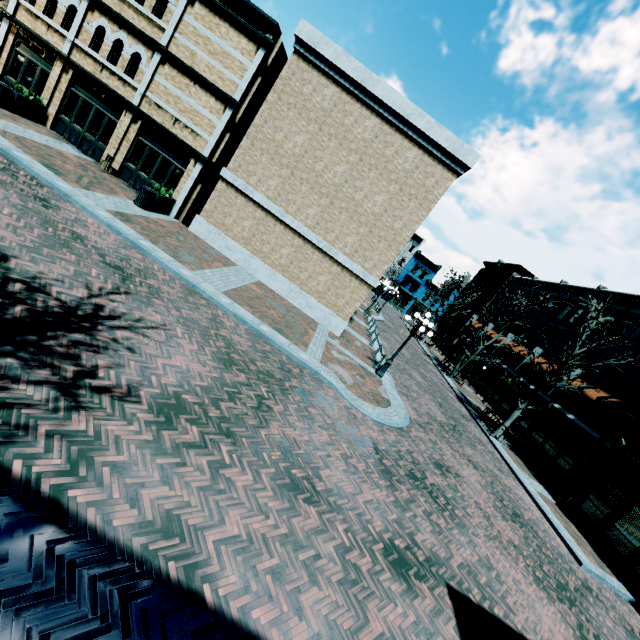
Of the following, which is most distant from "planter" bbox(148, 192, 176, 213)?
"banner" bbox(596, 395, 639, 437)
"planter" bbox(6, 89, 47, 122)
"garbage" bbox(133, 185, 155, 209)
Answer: "banner" bbox(596, 395, 639, 437)

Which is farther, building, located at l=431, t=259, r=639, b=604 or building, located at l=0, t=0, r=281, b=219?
building, located at l=0, t=0, r=281, b=219

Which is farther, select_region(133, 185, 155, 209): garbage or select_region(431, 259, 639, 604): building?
select_region(133, 185, 155, 209): garbage

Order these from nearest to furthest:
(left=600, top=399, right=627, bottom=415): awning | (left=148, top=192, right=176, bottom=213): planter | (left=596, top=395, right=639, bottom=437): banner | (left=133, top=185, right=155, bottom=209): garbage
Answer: (left=133, top=185, right=155, bottom=209): garbage → (left=148, top=192, right=176, bottom=213): planter → (left=596, top=395, right=639, bottom=437): banner → (left=600, top=399, right=627, bottom=415): awning

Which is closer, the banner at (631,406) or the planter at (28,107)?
the planter at (28,107)

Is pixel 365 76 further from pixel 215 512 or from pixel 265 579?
pixel 265 579

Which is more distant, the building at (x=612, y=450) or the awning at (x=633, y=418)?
the awning at (x=633, y=418)

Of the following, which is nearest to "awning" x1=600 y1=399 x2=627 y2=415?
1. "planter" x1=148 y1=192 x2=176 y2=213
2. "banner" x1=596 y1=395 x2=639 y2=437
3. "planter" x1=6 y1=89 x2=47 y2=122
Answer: "banner" x1=596 y1=395 x2=639 y2=437
